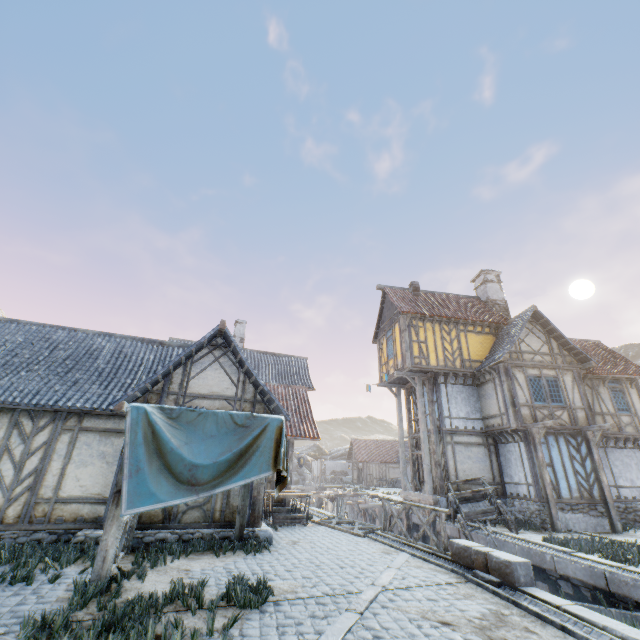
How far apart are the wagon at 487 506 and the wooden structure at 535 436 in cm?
197

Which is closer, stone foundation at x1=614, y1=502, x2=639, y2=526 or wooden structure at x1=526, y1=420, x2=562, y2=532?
wooden structure at x1=526, y1=420, x2=562, y2=532

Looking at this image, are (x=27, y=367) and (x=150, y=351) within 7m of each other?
yes

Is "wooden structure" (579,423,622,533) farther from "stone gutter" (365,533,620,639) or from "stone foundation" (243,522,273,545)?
"stone foundation" (243,522,273,545)

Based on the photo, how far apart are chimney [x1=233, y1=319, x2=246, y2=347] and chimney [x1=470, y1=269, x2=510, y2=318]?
16.87m

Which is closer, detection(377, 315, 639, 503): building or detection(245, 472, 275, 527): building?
detection(245, 472, 275, 527): building

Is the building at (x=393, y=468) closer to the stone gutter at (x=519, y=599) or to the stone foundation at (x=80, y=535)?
the stone foundation at (x=80, y=535)

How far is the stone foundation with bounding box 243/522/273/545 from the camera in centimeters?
900cm
